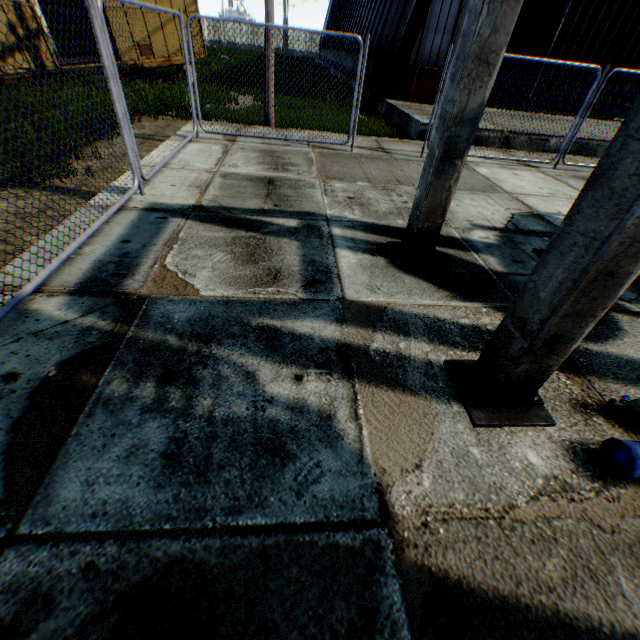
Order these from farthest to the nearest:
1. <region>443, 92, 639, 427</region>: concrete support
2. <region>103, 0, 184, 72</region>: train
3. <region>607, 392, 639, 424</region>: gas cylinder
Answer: <region>103, 0, 184, 72</region>: train → <region>607, 392, 639, 424</region>: gas cylinder → <region>443, 92, 639, 427</region>: concrete support

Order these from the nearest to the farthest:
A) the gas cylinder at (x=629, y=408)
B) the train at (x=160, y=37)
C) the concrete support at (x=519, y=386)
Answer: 1. the concrete support at (x=519, y=386)
2. the gas cylinder at (x=629, y=408)
3. the train at (x=160, y=37)

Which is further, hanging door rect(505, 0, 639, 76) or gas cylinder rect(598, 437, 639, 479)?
hanging door rect(505, 0, 639, 76)

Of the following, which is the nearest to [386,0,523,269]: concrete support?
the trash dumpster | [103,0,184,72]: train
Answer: the trash dumpster

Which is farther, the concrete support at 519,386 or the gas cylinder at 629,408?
the gas cylinder at 629,408

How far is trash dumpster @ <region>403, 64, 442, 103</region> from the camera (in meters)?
12.60

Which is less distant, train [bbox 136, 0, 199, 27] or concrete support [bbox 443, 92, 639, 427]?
concrete support [bbox 443, 92, 639, 427]

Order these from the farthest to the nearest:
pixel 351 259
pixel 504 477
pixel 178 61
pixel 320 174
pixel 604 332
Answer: pixel 178 61, pixel 320 174, pixel 351 259, pixel 604 332, pixel 504 477
